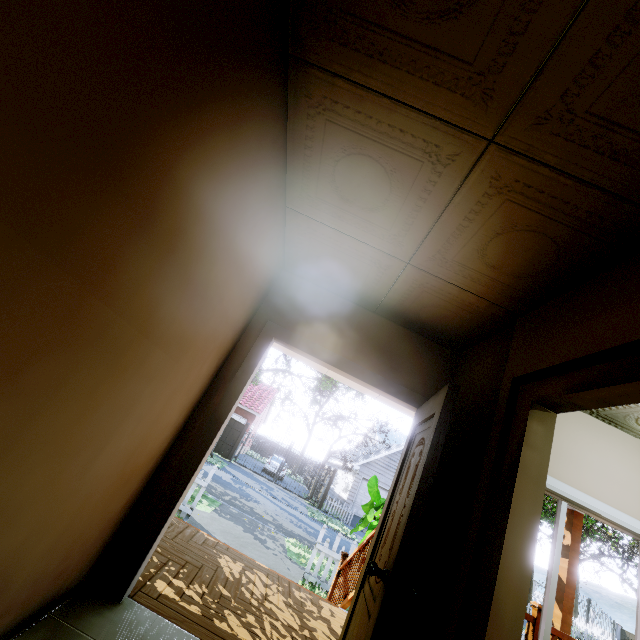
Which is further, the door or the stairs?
the stairs

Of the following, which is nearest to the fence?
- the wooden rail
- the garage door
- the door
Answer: the garage door

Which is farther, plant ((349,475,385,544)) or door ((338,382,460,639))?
plant ((349,475,385,544))

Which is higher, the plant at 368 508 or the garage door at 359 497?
the plant at 368 508

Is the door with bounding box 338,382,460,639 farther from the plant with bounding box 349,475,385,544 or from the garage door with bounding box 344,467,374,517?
the garage door with bounding box 344,467,374,517

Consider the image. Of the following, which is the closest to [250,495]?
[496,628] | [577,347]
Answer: [496,628]

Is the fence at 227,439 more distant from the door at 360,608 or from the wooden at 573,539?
the door at 360,608

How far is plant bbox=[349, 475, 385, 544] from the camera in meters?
4.9
